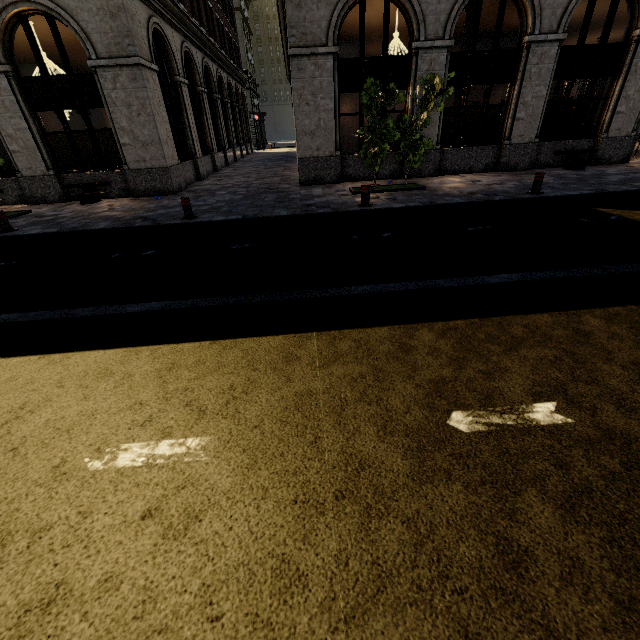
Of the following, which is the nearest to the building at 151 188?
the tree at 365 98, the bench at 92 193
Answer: the bench at 92 193

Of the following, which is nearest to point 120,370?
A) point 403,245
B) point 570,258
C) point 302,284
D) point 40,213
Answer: point 302,284

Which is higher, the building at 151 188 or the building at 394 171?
the building at 151 188

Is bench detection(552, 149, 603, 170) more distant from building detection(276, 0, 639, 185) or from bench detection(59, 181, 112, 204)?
bench detection(59, 181, 112, 204)

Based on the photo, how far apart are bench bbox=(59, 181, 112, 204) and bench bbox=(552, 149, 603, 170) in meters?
17.3 m

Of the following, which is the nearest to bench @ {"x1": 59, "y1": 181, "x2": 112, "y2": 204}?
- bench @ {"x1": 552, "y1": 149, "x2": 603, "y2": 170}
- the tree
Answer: the tree

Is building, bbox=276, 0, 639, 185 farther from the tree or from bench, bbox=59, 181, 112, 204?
the tree

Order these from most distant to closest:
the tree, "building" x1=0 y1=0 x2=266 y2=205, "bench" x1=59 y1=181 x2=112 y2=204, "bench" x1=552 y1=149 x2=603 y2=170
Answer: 1. "bench" x1=552 y1=149 x2=603 y2=170
2. "bench" x1=59 y1=181 x2=112 y2=204
3. "building" x1=0 y1=0 x2=266 y2=205
4. the tree
